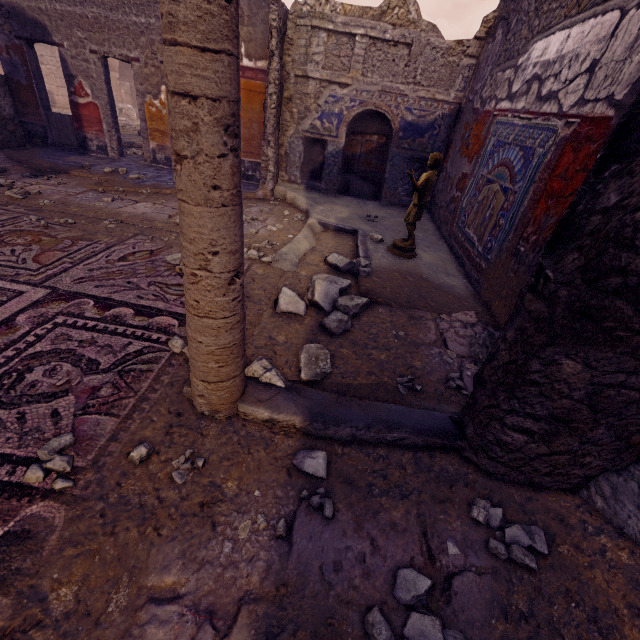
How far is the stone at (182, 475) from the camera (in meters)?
1.60

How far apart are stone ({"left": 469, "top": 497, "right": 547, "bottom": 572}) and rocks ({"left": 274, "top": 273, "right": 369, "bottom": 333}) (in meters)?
1.57

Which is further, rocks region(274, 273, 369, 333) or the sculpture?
the sculpture

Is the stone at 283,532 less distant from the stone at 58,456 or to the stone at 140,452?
the stone at 140,452

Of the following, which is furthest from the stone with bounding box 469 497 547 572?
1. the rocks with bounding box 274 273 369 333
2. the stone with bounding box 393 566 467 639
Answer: the rocks with bounding box 274 273 369 333

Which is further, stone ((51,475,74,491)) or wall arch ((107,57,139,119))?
wall arch ((107,57,139,119))

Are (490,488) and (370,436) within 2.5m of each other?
yes

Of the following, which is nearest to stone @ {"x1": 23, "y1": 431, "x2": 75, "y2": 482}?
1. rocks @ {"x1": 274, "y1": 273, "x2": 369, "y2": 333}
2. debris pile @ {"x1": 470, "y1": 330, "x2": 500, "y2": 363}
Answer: → rocks @ {"x1": 274, "y1": 273, "x2": 369, "y2": 333}
